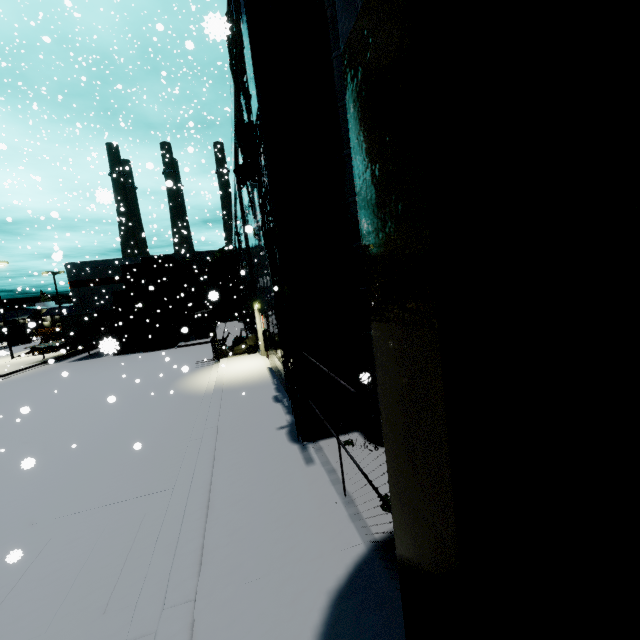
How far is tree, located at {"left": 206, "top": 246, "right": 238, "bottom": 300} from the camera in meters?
47.7

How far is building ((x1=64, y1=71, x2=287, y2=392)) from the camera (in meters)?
11.42

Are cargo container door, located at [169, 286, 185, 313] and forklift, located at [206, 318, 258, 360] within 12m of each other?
yes

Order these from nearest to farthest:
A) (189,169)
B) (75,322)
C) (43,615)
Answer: (43,615) < (189,169) < (75,322)

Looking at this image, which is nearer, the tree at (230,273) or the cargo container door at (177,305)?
the cargo container door at (177,305)

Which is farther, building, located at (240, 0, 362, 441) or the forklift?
the forklift

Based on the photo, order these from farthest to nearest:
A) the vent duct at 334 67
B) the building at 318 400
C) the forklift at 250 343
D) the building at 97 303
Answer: the forklift at 250 343
the building at 97 303
the building at 318 400
the vent duct at 334 67

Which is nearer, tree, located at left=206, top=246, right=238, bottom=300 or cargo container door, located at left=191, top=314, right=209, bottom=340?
cargo container door, located at left=191, top=314, right=209, bottom=340
